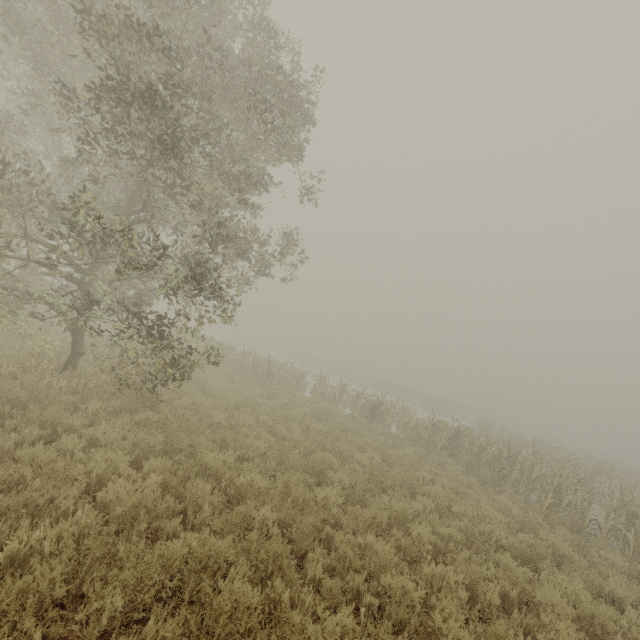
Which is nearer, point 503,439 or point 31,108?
point 31,108
